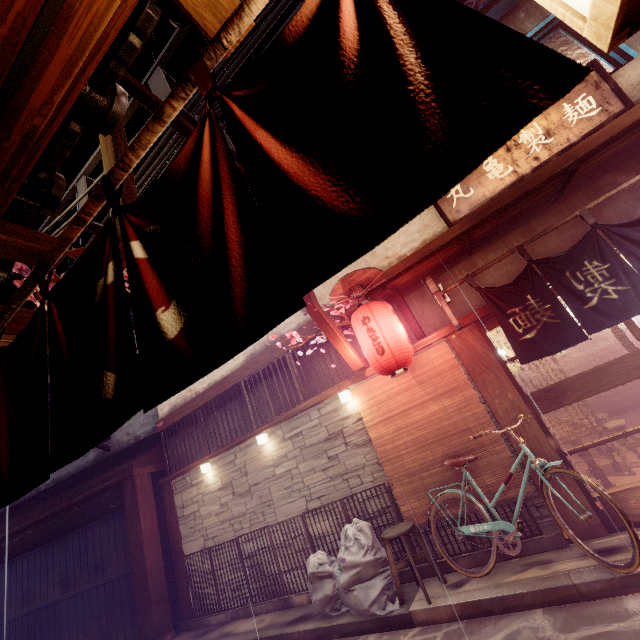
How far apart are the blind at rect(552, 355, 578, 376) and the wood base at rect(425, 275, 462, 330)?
14.0m

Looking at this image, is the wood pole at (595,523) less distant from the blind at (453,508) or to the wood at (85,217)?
the blind at (453,508)

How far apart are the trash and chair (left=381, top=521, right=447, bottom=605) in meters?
0.0

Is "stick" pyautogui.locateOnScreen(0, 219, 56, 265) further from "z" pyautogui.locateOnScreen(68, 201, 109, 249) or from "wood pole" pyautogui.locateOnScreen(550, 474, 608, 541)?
"wood pole" pyautogui.locateOnScreen(550, 474, 608, 541)

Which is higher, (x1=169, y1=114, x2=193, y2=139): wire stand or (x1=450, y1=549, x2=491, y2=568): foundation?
(x1=169, y1=114, x2=193, y2=139): wire stand

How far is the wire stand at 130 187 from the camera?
5.01m

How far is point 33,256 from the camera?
2.7m

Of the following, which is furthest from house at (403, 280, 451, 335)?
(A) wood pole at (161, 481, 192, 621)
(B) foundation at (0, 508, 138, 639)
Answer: (B) foundation at (0, 508, 138, 639)
